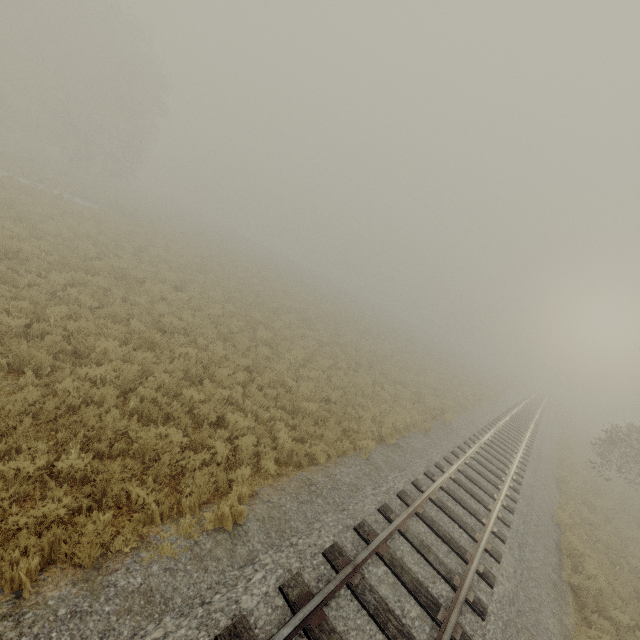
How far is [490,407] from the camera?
25.25m
